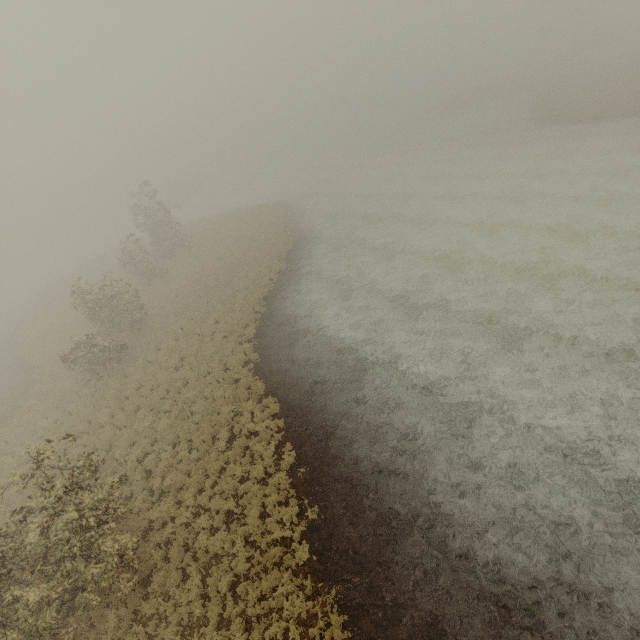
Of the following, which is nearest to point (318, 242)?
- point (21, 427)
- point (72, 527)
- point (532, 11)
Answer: point (21, 427)
